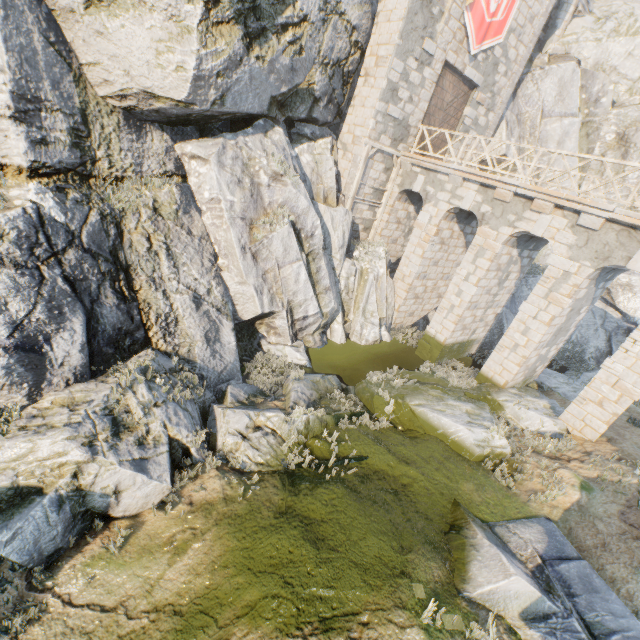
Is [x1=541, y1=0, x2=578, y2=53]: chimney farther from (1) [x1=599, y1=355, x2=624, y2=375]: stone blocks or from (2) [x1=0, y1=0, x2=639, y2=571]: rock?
(1) [x1=599, y1=355, x2=624, y2=375]: stone blocks

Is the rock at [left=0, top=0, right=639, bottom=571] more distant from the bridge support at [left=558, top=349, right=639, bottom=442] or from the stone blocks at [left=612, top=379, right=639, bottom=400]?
the stone blocks at [left=612, top=379, right=639, bottom=400]

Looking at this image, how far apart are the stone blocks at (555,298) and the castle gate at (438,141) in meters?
9.6

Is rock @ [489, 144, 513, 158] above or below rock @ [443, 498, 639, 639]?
above

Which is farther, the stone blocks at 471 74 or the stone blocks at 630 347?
the stone blocks at 471 74

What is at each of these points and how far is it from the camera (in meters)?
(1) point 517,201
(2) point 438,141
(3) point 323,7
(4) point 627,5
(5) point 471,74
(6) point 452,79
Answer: (1) bridge support, 11.90
(2) castle gate, 16.92
(3) rock, 11.34
(4) rock, 22.48
(5) stone blocks, 15.40
(6) castle gate, 15.31

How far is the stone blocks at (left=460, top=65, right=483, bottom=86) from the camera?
15.2 meters
